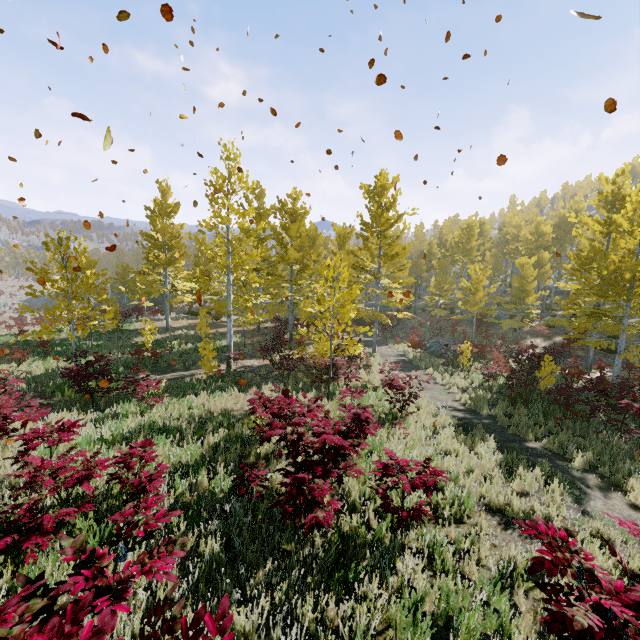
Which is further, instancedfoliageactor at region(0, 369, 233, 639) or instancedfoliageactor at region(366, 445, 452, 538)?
instancedfoliageactor at region(366, 445, 452, 538)

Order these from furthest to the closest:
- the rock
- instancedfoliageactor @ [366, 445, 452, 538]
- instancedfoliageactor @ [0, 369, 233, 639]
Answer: the rock, instancedfoliageactor @ [366, 445, 452, 538], instancedfoliageactor @ [0, 369, 233, 639]

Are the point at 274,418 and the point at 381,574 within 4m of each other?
yes

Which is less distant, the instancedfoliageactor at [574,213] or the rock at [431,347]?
the instancedfoliageactor at [574,213]

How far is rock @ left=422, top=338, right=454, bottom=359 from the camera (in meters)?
20.95

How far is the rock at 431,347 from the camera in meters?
21.0 m

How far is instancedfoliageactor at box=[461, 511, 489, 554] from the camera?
4.4m
